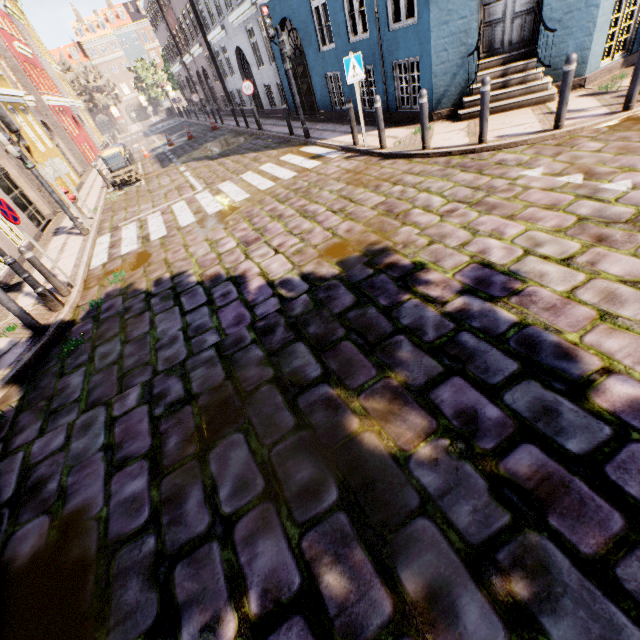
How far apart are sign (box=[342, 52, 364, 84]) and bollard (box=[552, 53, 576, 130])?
4.1m

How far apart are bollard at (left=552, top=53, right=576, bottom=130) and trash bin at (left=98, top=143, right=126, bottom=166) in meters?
16.8 m

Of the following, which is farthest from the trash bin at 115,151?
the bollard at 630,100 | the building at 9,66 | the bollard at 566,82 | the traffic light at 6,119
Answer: the bollard at 630,100

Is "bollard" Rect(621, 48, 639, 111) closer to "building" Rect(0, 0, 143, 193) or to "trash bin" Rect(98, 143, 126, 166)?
"building" Rect(0, 0, 143, 193)

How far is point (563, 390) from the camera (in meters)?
2.52

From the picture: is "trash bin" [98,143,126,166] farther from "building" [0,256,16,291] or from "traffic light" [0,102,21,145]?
"traffic light" [0,102,21,145]

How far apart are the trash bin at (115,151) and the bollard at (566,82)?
16.8 meters

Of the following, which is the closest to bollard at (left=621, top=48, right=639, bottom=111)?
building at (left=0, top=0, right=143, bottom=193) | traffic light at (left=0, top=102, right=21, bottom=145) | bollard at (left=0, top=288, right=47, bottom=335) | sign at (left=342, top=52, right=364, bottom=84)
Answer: building at (left=0, top=0, right=143, bottom=193)
